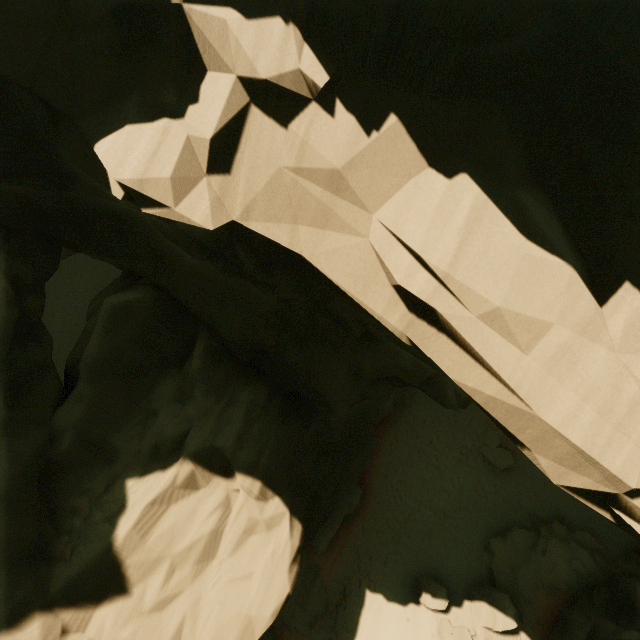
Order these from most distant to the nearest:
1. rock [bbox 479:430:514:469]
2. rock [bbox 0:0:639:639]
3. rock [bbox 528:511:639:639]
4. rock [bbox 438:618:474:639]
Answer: rock [bbox 479:430:514:469] < rock [bbox 438:618:474:639] < rock [bbox 528:511:639:639] < rock [bbox 0:0:639:639]

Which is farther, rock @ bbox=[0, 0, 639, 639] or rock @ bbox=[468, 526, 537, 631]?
rock @ bbox=[468, 526, 537, 631]

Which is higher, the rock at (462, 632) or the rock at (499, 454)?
the rock at (462, 632)

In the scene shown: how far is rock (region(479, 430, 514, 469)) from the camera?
18.48m

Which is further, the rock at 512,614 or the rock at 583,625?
the rock at 512,614

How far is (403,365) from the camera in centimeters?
981cm

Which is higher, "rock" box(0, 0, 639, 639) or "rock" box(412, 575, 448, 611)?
"rock" box(0, 0, 639, 639)
